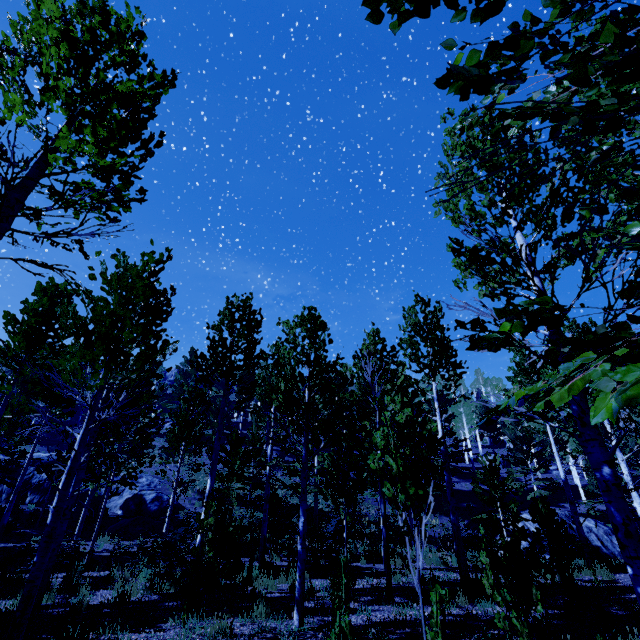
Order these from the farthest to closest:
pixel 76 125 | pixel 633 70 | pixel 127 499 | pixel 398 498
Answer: pixel 127 499 → pixel 398 498 → pixel 76 125 → pixel 633 70

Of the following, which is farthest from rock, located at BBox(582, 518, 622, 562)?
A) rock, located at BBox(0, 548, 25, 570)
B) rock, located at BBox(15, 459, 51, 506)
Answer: rock, located at BBox(0, 548, 25, 570)

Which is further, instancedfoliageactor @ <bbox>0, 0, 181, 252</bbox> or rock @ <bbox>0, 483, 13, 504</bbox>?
rock @ <bbox>0, 483, 13, 504</bbox>

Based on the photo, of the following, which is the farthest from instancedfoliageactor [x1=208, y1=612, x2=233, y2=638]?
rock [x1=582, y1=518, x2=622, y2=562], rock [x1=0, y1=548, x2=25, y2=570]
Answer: rock [x1=582, y1=518, x2=622, y2=562]

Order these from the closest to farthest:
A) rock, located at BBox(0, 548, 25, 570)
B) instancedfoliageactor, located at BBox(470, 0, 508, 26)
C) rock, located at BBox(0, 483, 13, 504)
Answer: instancedfoliageactor, located at BBox(470, 0, 508, 26), rock, located at BBox(0, 548, 25, 570), rock, located at BBox(0, 483, 13, 504)

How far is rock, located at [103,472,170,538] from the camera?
17.5 meters

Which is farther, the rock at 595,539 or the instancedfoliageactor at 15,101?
the rock at 595,539

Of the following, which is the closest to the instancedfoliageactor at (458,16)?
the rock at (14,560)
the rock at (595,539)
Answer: the rock at (14,560)
